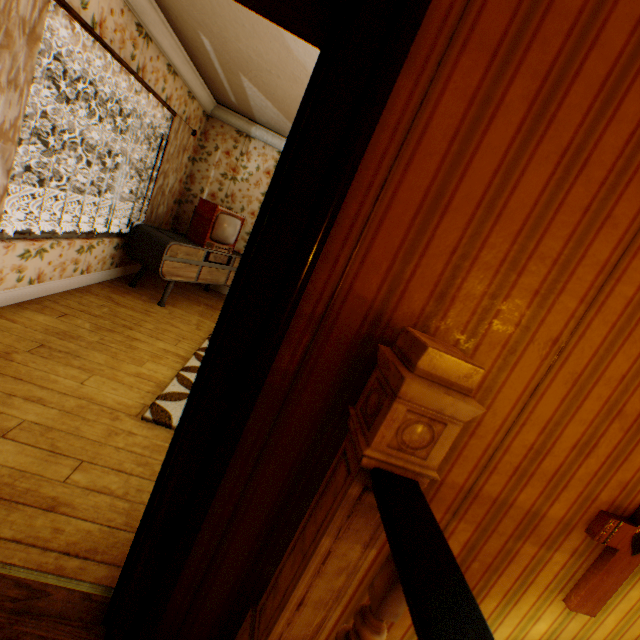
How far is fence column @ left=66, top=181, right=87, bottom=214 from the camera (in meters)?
24.34

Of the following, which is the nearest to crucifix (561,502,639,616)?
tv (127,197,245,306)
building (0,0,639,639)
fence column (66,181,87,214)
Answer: building (0,0,639,639)

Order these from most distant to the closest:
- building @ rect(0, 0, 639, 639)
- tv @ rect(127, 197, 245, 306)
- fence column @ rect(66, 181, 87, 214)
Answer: fence column @ rect(66, 181, 87, 214) < tv @ rect(127, 197, 245, 306) < building @ rect(0, 0, 639, 639)

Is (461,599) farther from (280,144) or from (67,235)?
(280,144)

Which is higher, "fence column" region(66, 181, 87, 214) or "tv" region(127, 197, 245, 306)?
"tv" region(127, 197, 245, 306)

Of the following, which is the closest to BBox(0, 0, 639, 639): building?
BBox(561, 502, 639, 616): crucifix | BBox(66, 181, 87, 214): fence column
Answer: BBox(561, 502, 639, 616): crucifix

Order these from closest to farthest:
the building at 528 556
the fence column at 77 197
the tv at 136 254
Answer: the building at 528 556 → the tv at 136 254 → the fence column at 77 197

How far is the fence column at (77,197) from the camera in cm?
2434
